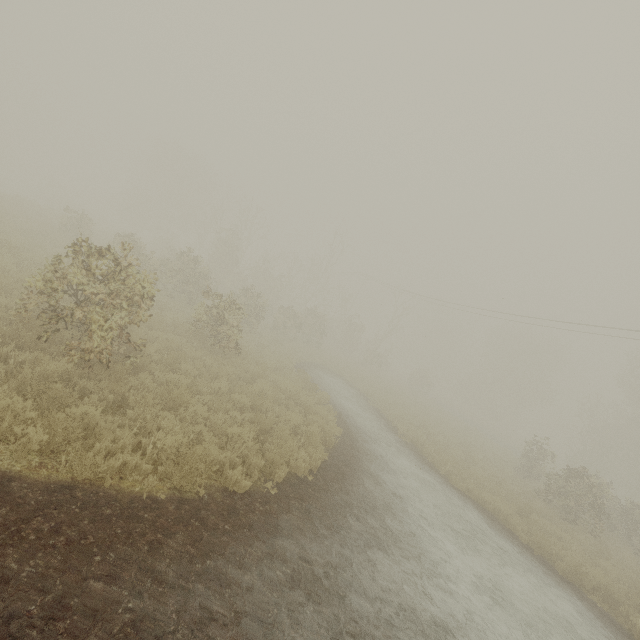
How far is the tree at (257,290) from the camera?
6.83m

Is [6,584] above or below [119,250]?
below

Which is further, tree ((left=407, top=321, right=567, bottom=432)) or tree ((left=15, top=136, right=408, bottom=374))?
tree ((left=407, top=321, right=567, bottom=432))

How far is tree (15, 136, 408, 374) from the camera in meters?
6.8 m

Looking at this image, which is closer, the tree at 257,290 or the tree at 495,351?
the tree at 257,290
